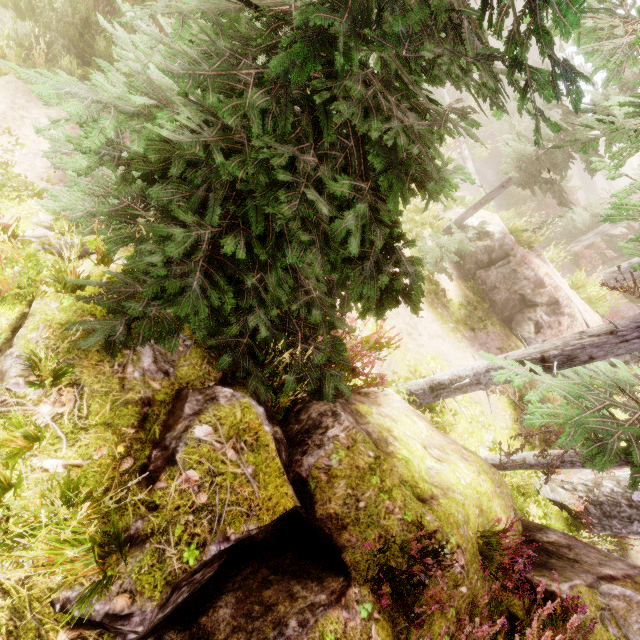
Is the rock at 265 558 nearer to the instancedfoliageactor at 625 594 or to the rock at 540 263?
the instancedfoliageactor at 625 594

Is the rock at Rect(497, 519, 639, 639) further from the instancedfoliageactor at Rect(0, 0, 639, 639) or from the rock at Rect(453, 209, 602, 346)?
the rock at Rect(453, 209, 602, 346)

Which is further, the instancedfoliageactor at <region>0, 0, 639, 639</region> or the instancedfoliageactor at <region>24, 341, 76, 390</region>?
the instancedfoliageactor at <region>24, 341, 76, 390</region>

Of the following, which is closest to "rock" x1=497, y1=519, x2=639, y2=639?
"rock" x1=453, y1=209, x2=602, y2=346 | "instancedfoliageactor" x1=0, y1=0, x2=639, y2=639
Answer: "instancedfoliageactor" x1=0, y1=0, x2=639, y2=639

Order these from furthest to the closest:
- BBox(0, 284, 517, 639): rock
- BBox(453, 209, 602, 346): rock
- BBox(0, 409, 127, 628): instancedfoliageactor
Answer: BBox(453, 209, 602, 346): rock < BBox(0, 284, 517, 639): rock < BBox(0, 409, 127, 628): instancedfoliageactor

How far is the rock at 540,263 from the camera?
10.57m

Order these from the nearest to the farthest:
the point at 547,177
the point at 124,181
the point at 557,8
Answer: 1. the point at 557,8
2. the point at 124,181
3. the point at 547,177
